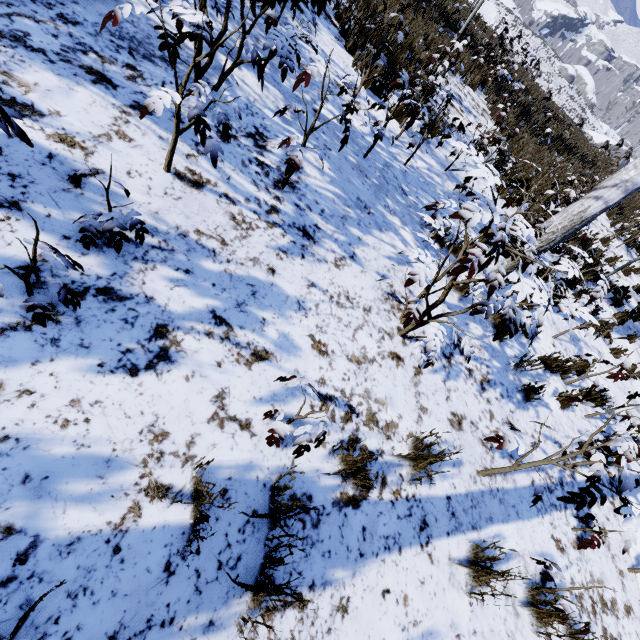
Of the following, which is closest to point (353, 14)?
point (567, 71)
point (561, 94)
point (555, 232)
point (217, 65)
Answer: point (217, 65)

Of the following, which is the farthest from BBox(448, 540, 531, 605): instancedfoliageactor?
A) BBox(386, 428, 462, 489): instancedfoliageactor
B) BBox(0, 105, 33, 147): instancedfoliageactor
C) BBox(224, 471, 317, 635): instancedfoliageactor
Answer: BBox(0, 105, 33, 147): instancedfoliageactor

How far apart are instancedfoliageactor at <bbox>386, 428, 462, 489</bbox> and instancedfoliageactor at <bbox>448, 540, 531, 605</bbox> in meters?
0.6 m

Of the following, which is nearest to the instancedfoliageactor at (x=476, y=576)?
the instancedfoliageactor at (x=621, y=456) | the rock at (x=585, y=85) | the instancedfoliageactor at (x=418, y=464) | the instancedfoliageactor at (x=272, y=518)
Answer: the instancedfoliageactor at (x=418, y=464)

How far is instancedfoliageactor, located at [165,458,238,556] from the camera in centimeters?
121cm

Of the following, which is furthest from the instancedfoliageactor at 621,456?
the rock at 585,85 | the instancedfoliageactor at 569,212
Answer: the rock at 585,85

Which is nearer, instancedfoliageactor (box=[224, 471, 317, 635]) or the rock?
instancedfoliageactor (box=[224, 471, 317, 635])

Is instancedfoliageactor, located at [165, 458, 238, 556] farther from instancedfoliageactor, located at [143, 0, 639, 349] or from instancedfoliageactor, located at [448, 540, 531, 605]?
instancedfoliageactor, located at [143, 0, 639, 349]
